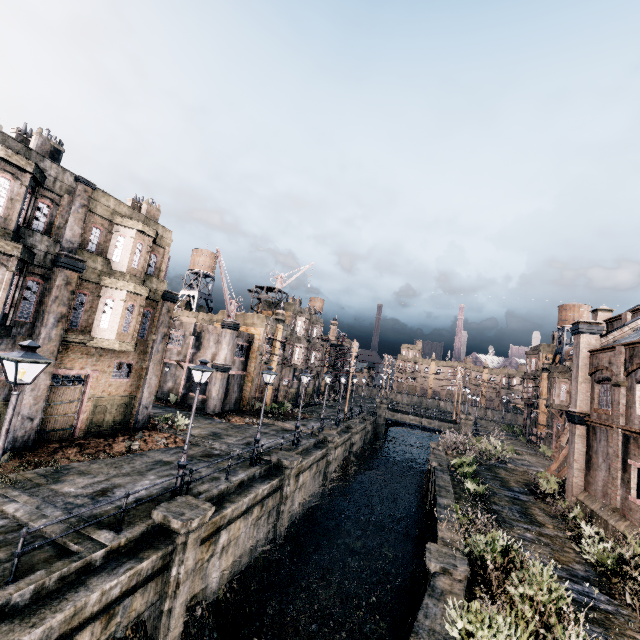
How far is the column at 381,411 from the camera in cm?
4839

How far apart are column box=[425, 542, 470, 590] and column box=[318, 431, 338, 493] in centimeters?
1486cm

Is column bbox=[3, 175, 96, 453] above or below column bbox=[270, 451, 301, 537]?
above

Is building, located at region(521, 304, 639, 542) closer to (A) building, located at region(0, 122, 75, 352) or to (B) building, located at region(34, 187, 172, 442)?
(A) building, located at region(0, 122, 75, 352)

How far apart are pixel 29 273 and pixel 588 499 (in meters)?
33.20

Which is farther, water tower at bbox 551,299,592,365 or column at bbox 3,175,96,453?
water tower at bbox 551,299,592,365

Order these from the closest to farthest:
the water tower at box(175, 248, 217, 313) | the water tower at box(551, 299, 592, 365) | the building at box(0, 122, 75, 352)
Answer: the building at box(0, 122, 75, 352)
the water tower at box(551, 299, 592, 365)
the water tower at box(175, 248, 217, 313)

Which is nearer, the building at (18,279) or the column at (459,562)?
the column at (459,562)
